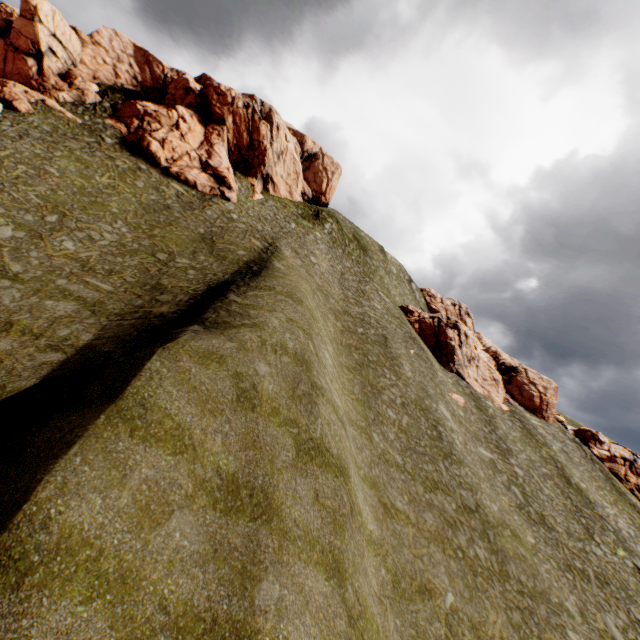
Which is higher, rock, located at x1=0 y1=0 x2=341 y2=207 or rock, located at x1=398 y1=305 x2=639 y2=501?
rock, located at x1=0 y1=0 x2=341 y2=207

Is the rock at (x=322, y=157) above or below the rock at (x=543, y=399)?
above

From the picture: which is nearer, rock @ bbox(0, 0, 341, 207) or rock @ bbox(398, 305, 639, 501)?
rock @ bbox(0, 0, 341, 207)

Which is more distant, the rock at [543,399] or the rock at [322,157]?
the rock at [543,399]

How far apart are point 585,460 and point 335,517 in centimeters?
4059cm
